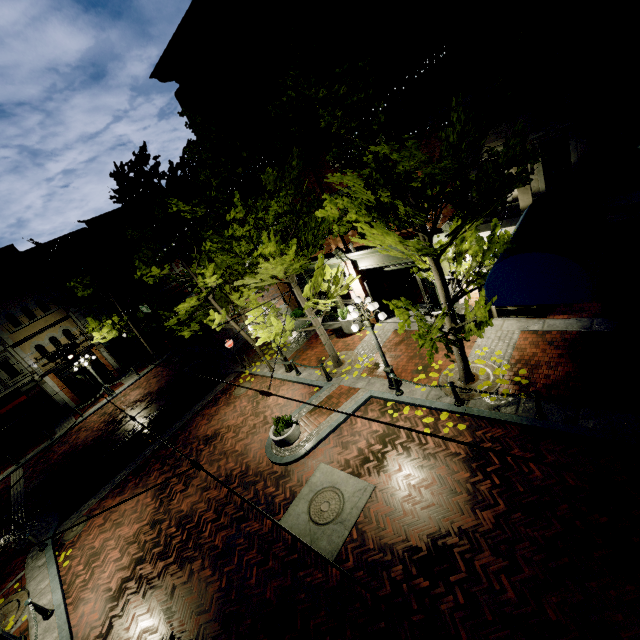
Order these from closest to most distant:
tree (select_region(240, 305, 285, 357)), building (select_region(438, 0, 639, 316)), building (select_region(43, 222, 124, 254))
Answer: building (select_region(438, 0, 639, 316))
tree (select_region(240, 305, 285, 357))
building (select_region(43, 222, 124, 254))

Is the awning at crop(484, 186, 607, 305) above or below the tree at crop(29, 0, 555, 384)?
below

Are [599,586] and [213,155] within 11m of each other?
no

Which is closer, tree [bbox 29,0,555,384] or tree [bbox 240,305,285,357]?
tree [bbox 29,0,555,384]

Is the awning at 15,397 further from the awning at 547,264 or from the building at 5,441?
the awning at 547,264

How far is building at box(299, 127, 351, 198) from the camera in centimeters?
1195cm

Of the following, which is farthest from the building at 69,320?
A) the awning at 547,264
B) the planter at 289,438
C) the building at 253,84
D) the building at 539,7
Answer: the awning at 547,264

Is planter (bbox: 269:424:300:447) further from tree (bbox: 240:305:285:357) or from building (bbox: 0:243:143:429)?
building (bbox: 0:243:143:429)
